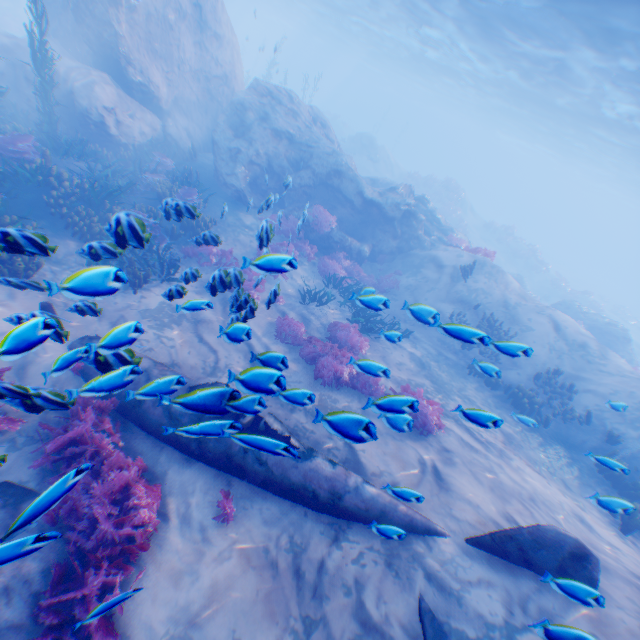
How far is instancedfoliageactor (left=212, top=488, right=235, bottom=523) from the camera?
5.32m

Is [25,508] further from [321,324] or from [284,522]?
[321,324]

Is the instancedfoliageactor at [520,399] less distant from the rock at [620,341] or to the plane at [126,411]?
the plane at [126,411]

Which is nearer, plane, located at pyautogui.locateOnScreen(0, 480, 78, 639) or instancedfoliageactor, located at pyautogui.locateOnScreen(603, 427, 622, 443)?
plane, located at pyautogui.locateOnScreen(0, 480, 78, 639)

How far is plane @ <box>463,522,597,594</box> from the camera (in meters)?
4.80

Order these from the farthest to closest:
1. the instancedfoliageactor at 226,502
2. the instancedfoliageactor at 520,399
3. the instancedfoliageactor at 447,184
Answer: the instancedfoliageactor at 447,184 → the instancedfoliageactor at 520,399 → the instancedfoliageactor at 226,502

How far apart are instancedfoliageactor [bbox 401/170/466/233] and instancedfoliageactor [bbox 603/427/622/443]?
28.18m

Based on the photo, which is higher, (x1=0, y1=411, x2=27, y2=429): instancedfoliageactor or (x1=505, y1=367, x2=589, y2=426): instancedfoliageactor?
(x1=505, y1=367, x2=589, y2=426): instancedfoliageactor
